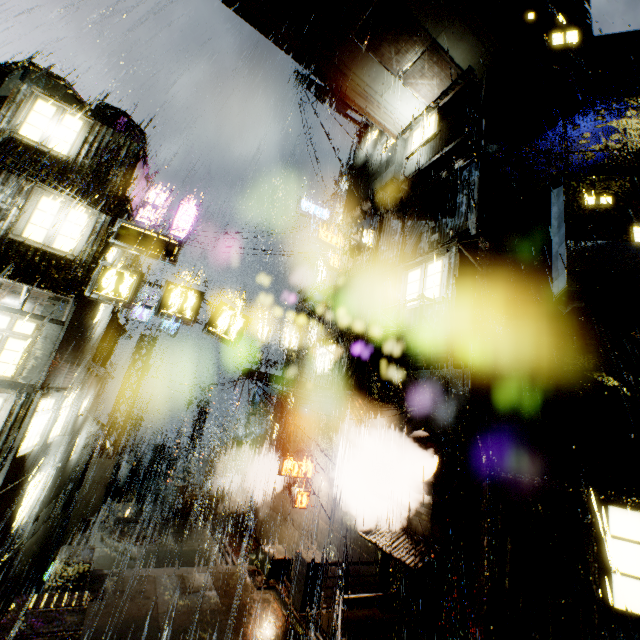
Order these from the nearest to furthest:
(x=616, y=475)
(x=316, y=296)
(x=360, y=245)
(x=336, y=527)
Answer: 1. (x=616, y=475)
2. (x=336, y=527)
3. (x=360, y=245)
4. (x=316, y=296)

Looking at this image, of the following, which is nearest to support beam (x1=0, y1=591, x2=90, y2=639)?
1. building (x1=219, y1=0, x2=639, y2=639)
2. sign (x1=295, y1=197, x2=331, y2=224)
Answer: building (x1=219, y1=0, x2=639, y2=639)

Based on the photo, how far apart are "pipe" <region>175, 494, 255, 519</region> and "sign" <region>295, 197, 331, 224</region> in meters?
20.5

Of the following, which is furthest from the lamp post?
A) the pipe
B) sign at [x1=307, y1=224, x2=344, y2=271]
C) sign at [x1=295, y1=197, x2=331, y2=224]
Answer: sign at [x1=295, y1=197, x2=331, y2=224]

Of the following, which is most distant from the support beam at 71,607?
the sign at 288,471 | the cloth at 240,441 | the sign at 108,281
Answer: the cloth at 240,441

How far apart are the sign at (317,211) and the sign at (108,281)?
15.2 meters

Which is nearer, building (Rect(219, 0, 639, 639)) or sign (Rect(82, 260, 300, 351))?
building (Rect(219, 0, 639, 639))

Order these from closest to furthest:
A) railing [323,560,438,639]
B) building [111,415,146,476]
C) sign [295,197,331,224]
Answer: railing [323,560,438,639] < sign [295,197,331,224] < building [111,415,146,476]
